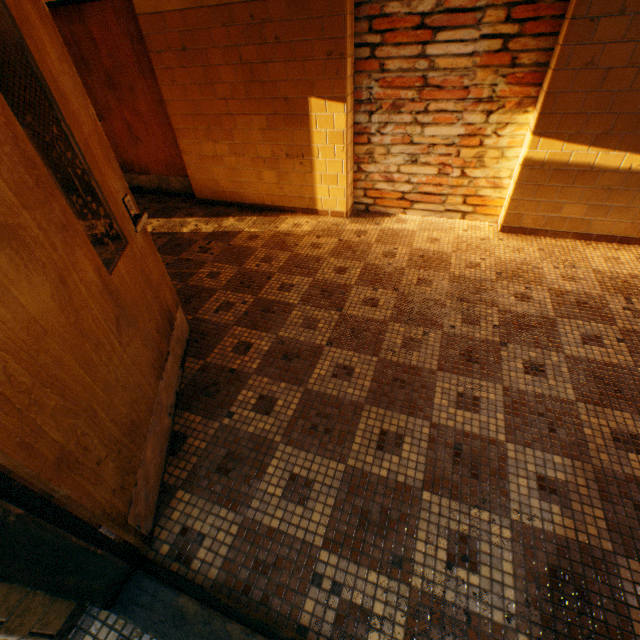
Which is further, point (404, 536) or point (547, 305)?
point (547, 305)
